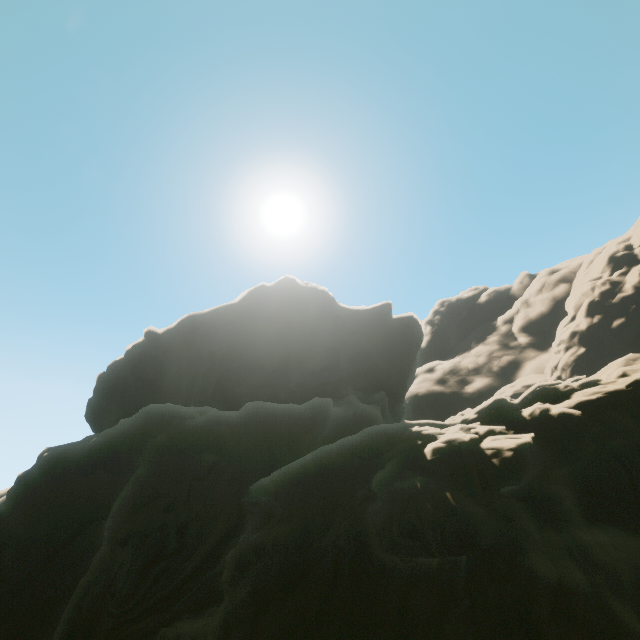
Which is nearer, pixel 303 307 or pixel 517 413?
pixel 517 413
